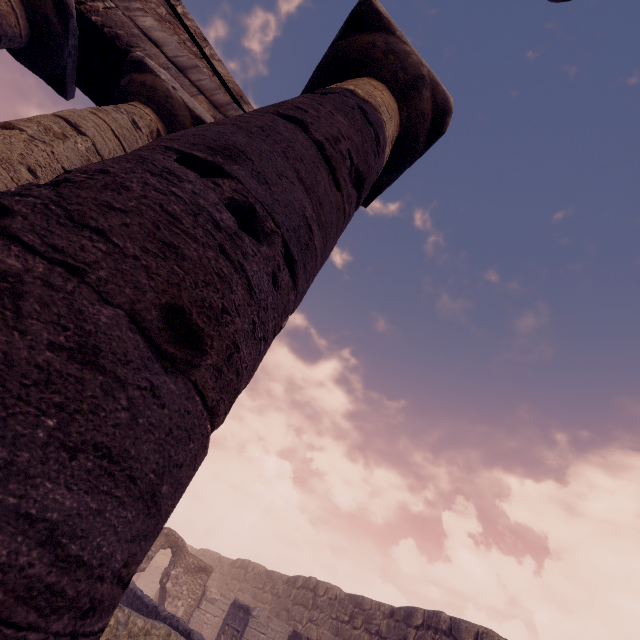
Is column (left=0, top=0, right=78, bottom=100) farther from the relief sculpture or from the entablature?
the relief sculpture

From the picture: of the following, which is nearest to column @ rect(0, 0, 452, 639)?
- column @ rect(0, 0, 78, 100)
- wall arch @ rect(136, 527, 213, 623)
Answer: column @ rect(0, 0, 78, 100)

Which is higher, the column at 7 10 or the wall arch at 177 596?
the column at 7 10

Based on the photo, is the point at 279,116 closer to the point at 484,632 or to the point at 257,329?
the point at 257,329

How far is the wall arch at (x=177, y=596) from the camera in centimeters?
1438cm

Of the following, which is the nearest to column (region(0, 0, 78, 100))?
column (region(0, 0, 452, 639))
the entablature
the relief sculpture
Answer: the entablature

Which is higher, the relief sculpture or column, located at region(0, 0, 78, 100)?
column, located at region(0, 0, 78, 100)

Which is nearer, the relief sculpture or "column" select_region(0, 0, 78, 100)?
"column" select_region(0, 0, 78, 100)
